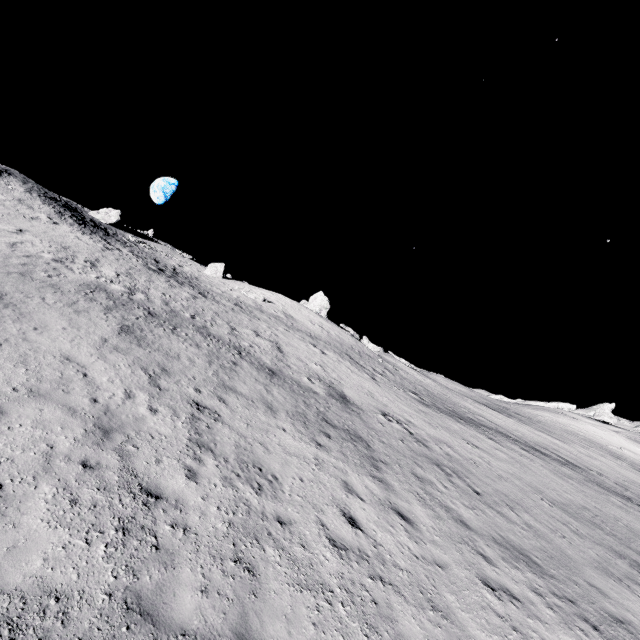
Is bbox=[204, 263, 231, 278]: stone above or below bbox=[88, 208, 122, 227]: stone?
below

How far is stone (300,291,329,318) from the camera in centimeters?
4334cm

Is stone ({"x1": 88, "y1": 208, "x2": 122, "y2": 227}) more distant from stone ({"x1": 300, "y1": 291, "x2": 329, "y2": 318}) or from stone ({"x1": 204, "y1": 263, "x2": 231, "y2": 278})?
stone ({"x1": 300, "y1": 291, "x2": 329, "y2": 318})

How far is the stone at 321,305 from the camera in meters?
43.3 m

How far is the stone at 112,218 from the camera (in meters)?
41.47

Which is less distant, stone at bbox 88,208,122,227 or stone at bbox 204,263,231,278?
stone at bbox 88,208,122,227

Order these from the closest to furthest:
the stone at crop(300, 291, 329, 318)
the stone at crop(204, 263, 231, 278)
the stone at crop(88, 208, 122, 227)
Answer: the stone at crop(88, 208, 122, 227) → the stone at crop(300, 291, 329, 318) → the stone at crop(204, 263, 231, 278)

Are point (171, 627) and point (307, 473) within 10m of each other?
yes
